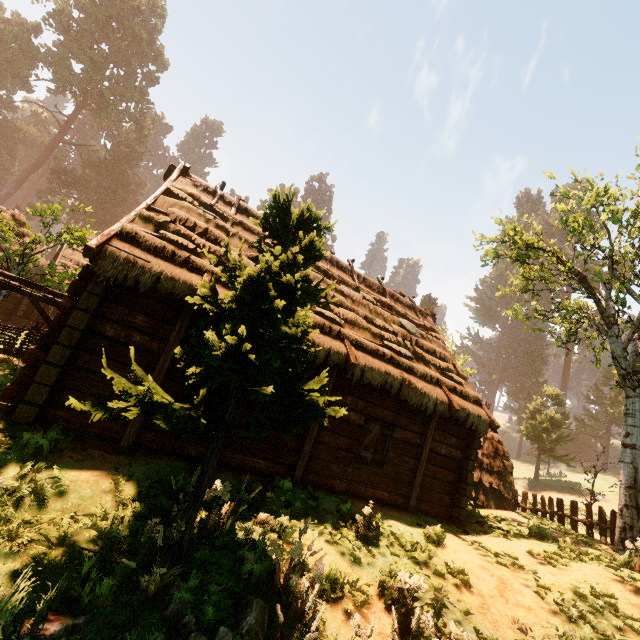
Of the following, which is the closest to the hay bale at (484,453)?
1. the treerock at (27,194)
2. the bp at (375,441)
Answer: the treerock at (27,194)

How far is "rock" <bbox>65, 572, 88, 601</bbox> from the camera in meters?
3.7 m

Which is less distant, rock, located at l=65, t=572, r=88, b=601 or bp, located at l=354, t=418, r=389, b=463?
rock, located at l=65, t=572, r=88, b=601

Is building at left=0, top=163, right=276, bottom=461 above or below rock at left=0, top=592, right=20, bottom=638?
above

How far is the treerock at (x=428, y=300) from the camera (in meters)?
49.25

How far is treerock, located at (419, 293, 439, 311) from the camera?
49.25m

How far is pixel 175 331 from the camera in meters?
7.1
